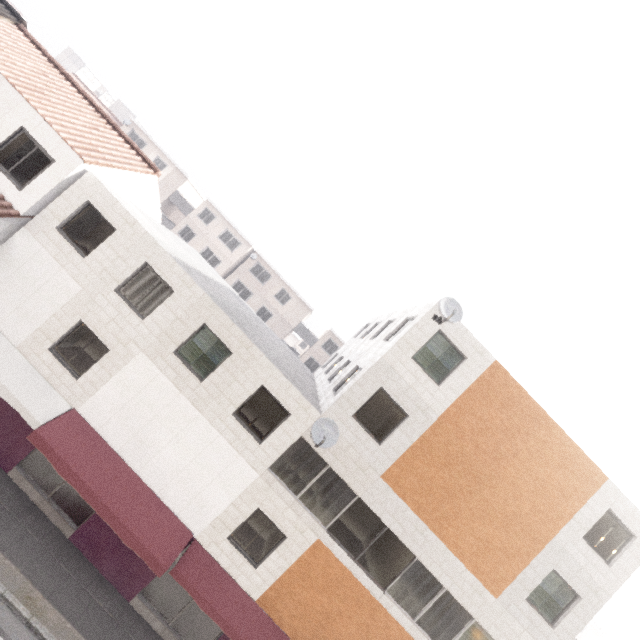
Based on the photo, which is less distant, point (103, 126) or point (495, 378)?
point (495, 378)

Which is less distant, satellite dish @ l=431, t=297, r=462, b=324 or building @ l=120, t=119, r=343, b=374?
satellite dish @ l=431, t=297, r=462, b=324

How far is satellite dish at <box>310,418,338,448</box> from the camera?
10.6m

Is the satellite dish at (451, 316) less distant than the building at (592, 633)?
Yes

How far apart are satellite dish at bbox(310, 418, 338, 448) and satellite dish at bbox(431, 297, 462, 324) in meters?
5.2

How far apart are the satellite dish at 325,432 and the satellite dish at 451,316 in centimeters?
517cm

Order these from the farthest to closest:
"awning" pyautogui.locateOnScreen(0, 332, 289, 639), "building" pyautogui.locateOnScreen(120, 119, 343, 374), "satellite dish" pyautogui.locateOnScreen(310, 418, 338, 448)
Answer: "building" pyautogui.locateOnScreen(120, 119, 343, 374) → "satellite dish" pyautogui.locateOnScreen(310, 418, 338, 448) → "awning" pyautogui.locateOnScreen(0, 332, 289, 639)

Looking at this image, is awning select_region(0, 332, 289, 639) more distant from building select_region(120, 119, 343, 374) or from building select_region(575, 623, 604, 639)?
building select_region(575, 623, 604, 639)
